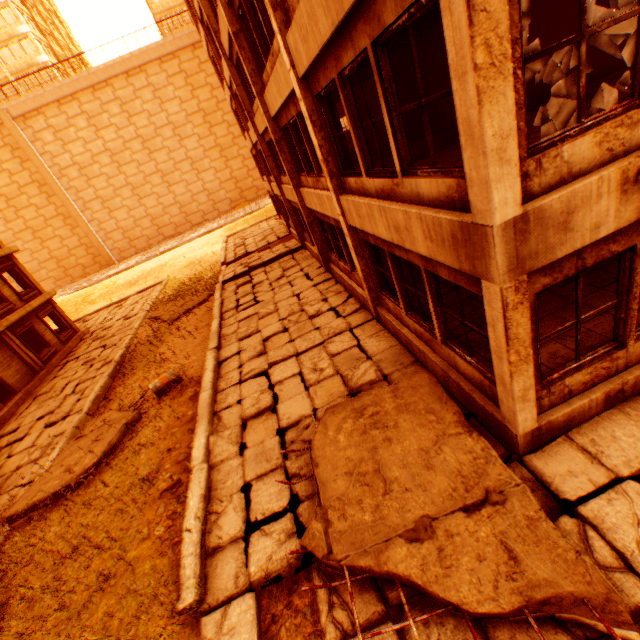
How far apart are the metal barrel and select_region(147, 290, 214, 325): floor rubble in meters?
6.5

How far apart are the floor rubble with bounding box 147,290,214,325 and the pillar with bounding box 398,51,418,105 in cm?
1228

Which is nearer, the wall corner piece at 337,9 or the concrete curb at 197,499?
the wall corner piece at 337,9

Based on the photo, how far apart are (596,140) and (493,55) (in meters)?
1.50

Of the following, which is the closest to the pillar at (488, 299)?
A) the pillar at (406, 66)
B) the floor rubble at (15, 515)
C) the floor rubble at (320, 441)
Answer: the floor rubble at (320, 441)

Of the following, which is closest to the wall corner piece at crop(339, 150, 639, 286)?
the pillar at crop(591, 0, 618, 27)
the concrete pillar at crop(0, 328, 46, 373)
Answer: the pillar at crop(591, 0, 618, 27)

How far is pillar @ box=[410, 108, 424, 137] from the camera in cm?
1173

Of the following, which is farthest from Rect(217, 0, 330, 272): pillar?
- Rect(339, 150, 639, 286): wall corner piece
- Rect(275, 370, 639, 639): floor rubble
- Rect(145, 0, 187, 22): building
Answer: Rect(145, 0, 187, 22): building
